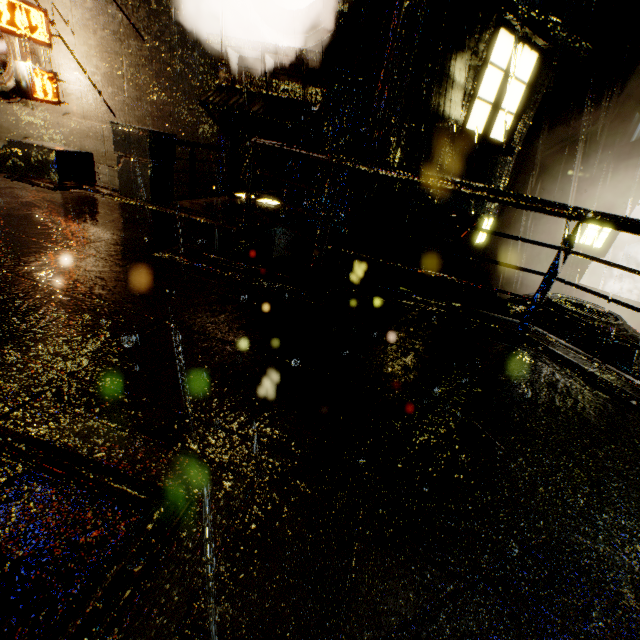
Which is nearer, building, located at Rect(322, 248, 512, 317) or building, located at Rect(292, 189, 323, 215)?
building, located at Rect(322, 248, 512, 317)

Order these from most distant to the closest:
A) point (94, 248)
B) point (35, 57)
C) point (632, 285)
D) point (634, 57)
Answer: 1. point (632, 285)
2. point (634, 57)
3. point (35, 57)
4. point (94, 248)

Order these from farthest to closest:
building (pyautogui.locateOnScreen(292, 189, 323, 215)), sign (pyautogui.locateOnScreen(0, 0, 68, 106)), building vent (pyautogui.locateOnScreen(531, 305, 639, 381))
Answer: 1. building (pyautogui.locateOnScreen(292, 189, 323, 215))
2. building vent (pyautogui.locateOnScreen(531, 305, 639, 381))
3. sign (pyautogui.locateOnScreen(0, 0, 68, 106))

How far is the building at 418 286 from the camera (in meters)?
6.29

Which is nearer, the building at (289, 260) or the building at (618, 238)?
the building at (289, 260)

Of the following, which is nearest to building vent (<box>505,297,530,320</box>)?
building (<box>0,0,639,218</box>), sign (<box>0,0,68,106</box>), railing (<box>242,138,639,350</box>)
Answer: building (<box>0,0,639,218</box>)

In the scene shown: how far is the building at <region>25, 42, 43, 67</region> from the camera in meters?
9.2 m

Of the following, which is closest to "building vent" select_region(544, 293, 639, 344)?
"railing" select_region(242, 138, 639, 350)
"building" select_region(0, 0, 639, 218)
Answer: "building" select_region(0, 0, 639, 218)
